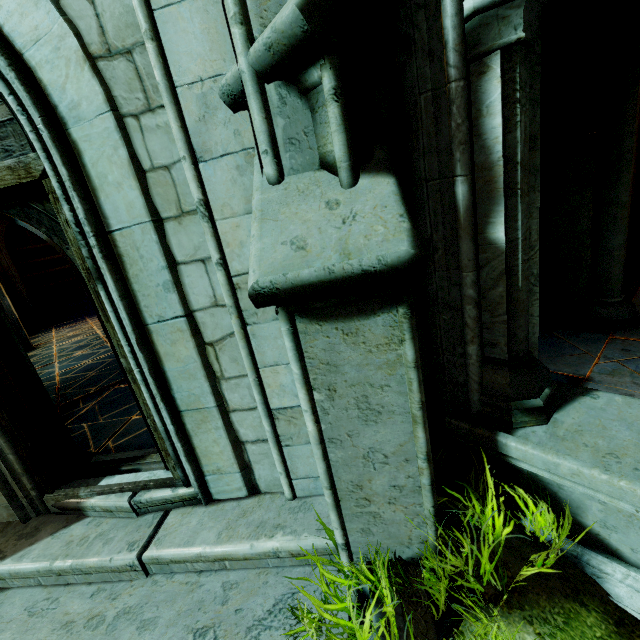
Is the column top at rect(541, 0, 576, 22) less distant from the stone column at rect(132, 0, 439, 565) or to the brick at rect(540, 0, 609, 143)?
the brick at rect(540, 0, 609, 143)

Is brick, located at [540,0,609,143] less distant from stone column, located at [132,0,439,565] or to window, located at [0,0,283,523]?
stone column, located at [132,0,439,565]

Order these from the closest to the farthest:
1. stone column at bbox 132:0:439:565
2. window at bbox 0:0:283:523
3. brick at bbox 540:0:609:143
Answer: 1. stone column at bbox 132:0:439:565
2. window at bbox 0:0:283:523
3. brick at bbox 540:0:609:143

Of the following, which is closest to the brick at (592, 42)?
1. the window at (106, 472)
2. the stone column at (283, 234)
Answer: the stone column at (283, 234)

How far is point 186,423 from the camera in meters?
2.5 m

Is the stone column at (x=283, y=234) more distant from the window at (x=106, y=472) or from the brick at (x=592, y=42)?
the brick at (x=592, y=42)
